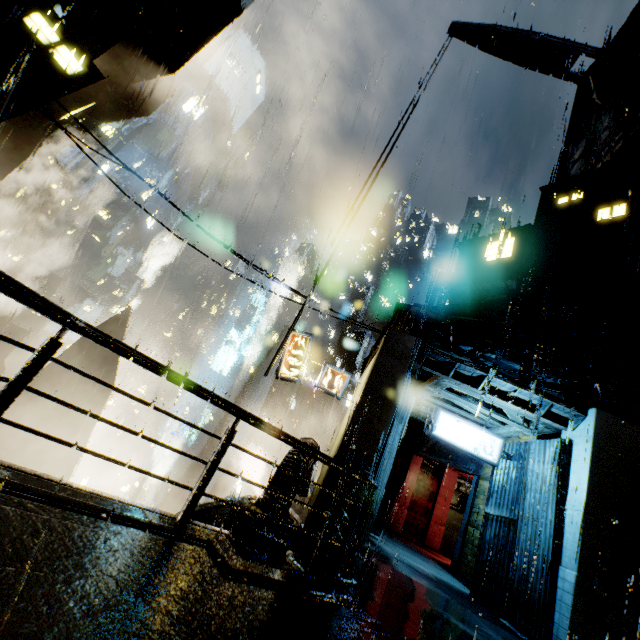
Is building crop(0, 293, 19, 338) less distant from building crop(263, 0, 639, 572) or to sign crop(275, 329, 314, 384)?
building crop(263, 0, 639, 572)

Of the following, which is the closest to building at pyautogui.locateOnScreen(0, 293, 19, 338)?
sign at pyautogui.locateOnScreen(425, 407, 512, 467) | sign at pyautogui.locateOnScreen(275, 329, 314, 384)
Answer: sign at pyautogui.locateOnScreen(275, 329, 314, 384)

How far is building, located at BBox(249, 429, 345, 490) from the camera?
9.1 meters

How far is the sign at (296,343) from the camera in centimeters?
1411cm

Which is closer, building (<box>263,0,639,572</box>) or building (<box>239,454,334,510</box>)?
building (<box>239,454,334,510</box>)

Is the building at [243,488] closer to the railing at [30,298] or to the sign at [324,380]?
the railing at [30,298]

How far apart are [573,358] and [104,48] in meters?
21.4

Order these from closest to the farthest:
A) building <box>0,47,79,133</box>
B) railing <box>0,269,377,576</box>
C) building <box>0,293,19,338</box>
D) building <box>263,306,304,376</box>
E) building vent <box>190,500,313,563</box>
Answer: railing <box>0,269,377,576</box>, building vent <box>190,500,313,563</box>, building <box>0,47,79,133</box>, building <box>263,306,304,376</box>, building <box>0,293,19,338</box>
